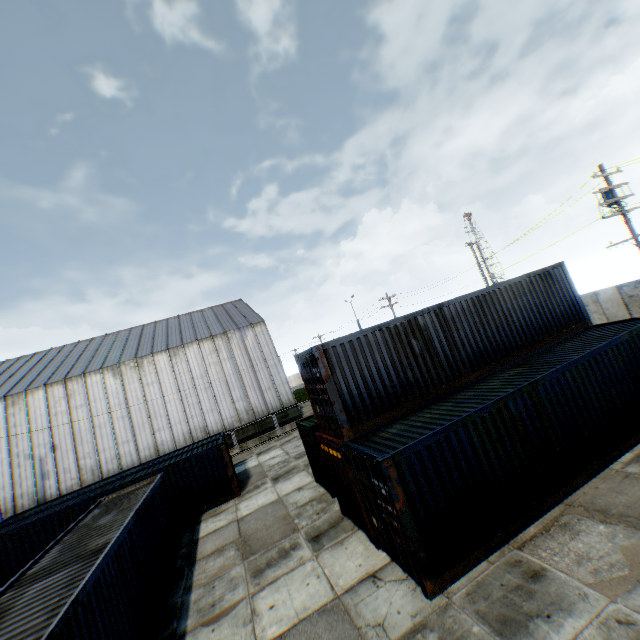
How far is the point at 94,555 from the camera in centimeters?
794cm

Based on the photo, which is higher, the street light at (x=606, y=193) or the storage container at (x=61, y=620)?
the street light at (x=606, y=193)

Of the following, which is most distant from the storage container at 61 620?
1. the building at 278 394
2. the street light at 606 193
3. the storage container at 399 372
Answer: the street light at 606 193

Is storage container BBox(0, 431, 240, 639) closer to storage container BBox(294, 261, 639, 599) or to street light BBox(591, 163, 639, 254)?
storage container BBox(294, 261, 639, 599)

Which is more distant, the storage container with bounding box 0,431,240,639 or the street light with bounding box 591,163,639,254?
the street light with bounding box 591,163,639,254

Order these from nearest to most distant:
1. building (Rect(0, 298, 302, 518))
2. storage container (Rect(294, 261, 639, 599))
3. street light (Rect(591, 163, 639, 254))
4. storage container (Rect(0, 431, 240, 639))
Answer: storage container (Rect(0, 431, 240, 639))
storage container (Rect(294, 261, 639, 599))
street light (Rect(591, 163, 639, 254))
building (Rect(0, 298, 302, 518))

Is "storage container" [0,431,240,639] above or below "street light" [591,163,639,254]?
below

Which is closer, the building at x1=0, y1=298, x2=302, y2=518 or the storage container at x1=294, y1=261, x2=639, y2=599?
the storage container at x1=294, y1=261, x2=639, y2=599
